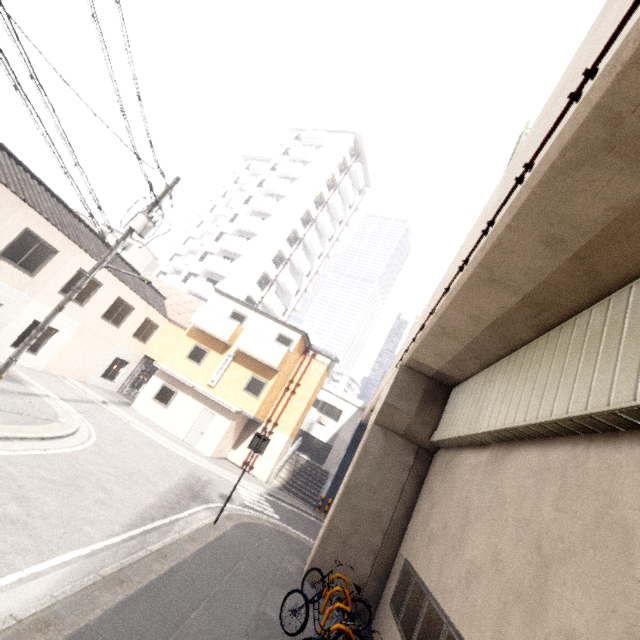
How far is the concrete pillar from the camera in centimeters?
952cm

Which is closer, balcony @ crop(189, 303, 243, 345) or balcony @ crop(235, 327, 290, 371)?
balcony @ crop(235, 327, 290, 371)

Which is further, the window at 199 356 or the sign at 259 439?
the window at 199 356

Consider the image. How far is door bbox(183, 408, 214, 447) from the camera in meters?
18.6 m

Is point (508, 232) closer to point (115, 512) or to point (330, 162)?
point (115, 512)

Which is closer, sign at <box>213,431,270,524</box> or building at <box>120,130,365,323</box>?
sign at <box>213,431,270,524</box>

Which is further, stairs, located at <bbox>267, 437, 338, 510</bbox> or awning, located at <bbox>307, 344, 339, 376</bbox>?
awning, located at <bbox>307, 344, 339, 376</bbox>

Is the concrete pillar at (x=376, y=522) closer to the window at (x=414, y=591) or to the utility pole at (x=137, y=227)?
the window at (x=414, y=591)
